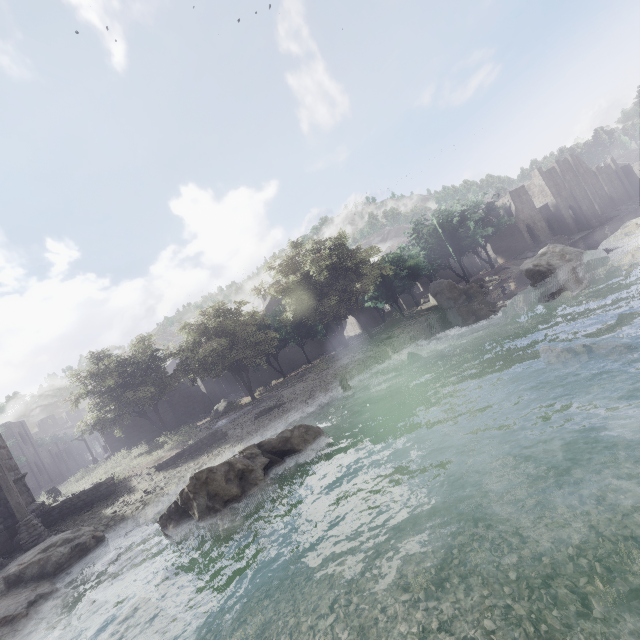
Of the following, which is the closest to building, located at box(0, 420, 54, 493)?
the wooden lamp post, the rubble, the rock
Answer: the wooden lamp post

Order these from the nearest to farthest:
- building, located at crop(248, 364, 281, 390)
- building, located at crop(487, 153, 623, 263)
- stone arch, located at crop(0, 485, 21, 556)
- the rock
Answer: the rock → stone arch, located at crop(0, 485, 21, 556) → building, located at crop(248, 364, 281, 390) → building, located at crop(487, 153, 623, 263)

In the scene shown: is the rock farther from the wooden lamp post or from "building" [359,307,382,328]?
"building" [359,307,382,328]

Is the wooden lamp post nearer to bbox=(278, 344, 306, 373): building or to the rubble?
the rubble

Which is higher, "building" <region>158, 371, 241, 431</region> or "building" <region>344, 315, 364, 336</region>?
"building" <region>158, 371, 241, 431</region>

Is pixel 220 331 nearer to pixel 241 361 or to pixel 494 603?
pixel 241 361

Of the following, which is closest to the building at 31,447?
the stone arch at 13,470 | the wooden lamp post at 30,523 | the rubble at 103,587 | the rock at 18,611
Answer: the stone arch at 13,470

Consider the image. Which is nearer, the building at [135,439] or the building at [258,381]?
the building at [135,439]
